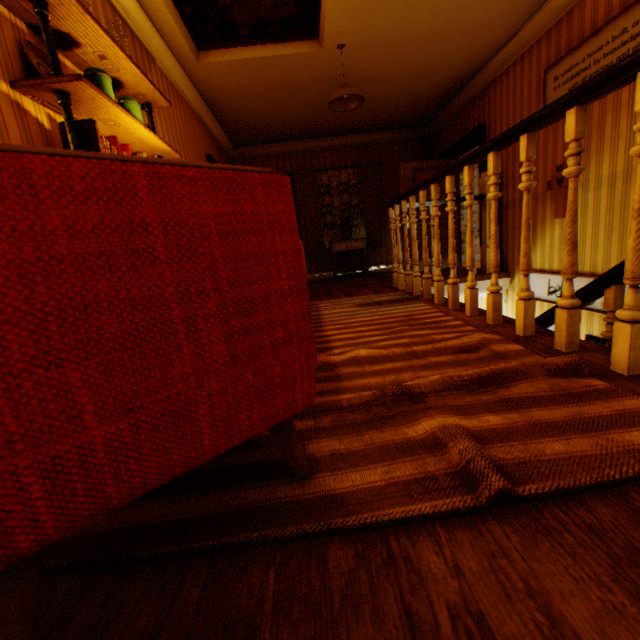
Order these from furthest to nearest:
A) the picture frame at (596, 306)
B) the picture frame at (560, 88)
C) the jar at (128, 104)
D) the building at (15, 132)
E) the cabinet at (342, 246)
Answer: the cabinet at (342, 246) → the picture frame at (596, 306) → the picture frame at (560, 88) → the jar at (128, 104) → the building at (15, 132)

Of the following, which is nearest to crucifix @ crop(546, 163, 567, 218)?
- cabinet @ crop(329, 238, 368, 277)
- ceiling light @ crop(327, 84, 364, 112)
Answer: ceiling light @ crop(327, 84, 364, 112)

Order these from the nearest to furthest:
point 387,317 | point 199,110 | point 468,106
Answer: point 387,317
point 199,110
point 468,106

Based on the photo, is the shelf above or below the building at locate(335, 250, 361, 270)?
above

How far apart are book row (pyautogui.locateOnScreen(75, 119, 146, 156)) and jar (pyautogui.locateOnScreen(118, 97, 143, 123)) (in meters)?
0.21

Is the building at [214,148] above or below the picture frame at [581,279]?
above

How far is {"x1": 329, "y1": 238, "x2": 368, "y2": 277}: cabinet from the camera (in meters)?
7.29

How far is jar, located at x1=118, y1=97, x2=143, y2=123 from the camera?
2.37m
